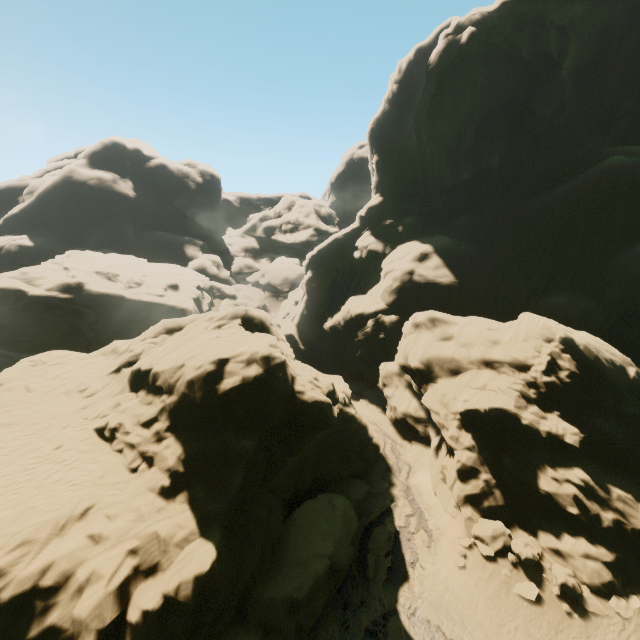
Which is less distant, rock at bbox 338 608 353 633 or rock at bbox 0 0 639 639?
rock at bbox 0 0 639 639

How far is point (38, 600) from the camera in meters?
9.2

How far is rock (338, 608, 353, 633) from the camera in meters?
13.2 m

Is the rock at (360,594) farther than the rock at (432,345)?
Yes

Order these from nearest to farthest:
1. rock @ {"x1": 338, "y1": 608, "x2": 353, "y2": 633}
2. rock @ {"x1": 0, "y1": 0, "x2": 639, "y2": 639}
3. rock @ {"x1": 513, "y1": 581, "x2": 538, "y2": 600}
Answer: rock @ {"x1": 0, "y1": 0, "x2": 639, "y2": 639}, rock @ {"x1": 338, "y1": 608, "x2": 353, "y2": 633}, rock @ {"x1": 513, "y1": 581, "x2": 538, "y2": 600}

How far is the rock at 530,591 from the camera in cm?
1420
